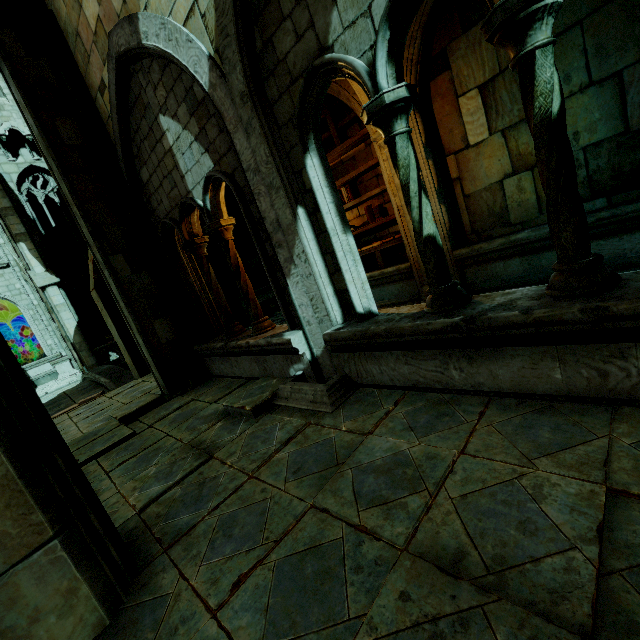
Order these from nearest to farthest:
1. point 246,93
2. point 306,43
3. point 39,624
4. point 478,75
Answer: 1. point 39,624
2. point 306,43
3. point 246,93
4. point 478,75

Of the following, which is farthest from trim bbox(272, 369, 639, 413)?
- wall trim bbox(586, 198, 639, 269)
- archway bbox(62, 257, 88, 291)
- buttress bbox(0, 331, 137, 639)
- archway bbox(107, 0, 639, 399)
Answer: archway bbox(62, 257, 88, 291)

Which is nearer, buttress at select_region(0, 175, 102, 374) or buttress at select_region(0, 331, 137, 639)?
buttress at select_region(0, 331, 137, 639)

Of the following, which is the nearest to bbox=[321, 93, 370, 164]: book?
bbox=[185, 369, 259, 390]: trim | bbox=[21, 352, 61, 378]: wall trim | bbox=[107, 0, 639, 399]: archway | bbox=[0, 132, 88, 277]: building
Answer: bbox=[107, 0, 639, 399]: archway

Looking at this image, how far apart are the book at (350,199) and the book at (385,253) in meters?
0.1

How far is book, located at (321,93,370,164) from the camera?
6.4 meters

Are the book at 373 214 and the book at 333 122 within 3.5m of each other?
yes

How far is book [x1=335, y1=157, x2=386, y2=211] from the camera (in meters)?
6.45
